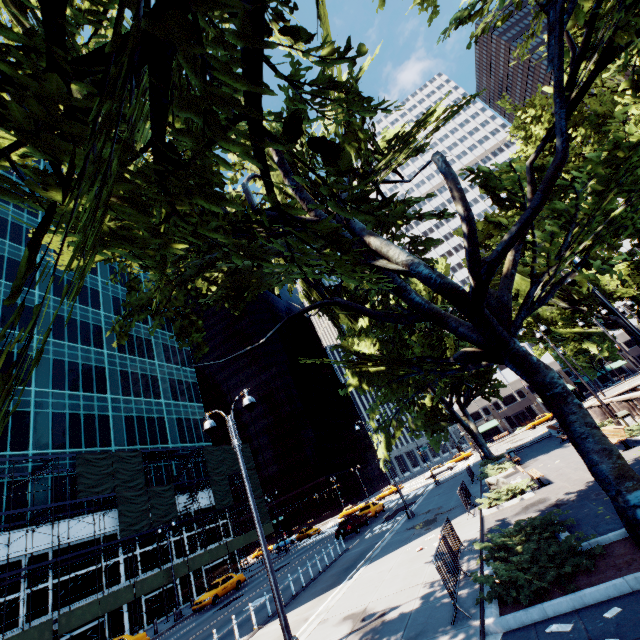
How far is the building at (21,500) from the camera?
27.5 meters

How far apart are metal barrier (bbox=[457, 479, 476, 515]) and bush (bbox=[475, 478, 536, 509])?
0.35m

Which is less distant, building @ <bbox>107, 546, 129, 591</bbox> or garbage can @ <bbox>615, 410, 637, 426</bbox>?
garbage can @ <bbox>615, 410, 637, 426</bbox>

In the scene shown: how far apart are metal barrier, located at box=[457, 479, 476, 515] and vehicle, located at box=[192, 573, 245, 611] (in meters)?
23.72

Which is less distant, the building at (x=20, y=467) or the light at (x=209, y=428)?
the light at (x=209, y=428)

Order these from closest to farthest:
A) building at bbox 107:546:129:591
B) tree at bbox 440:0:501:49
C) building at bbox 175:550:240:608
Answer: tree at bbox 440:0:501:49
building at bbox 107:546:129:591
building at bbox 175:550:240:608

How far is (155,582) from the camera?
29.6m

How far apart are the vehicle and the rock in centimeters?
2429cm
